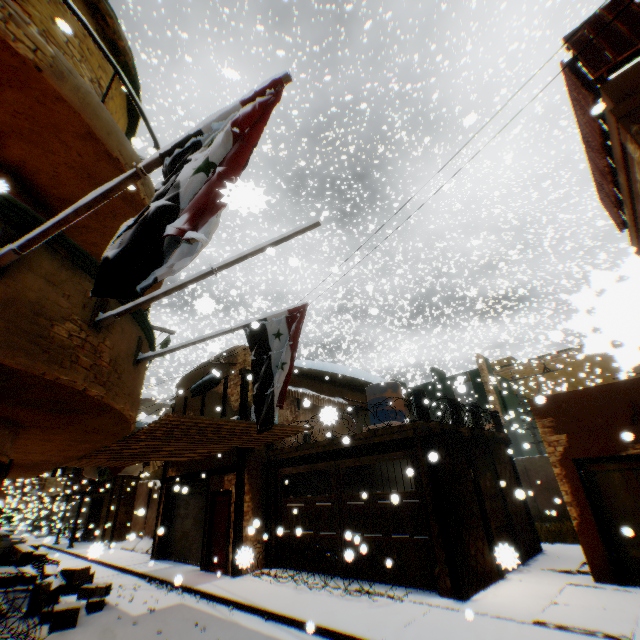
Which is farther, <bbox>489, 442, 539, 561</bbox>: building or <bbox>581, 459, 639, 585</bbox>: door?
<bbox>489, 442, 539, 561</bbox>: building

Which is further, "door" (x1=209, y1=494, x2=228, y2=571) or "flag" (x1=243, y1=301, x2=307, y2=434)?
"door" (x1=209, y1=494, x2=228, y2=571)

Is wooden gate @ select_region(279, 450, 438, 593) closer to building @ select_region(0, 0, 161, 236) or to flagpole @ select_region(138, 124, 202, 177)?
building @ select_region(0, 0, 161, 236)

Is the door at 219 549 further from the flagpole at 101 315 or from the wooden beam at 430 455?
the flagpole at 101 315

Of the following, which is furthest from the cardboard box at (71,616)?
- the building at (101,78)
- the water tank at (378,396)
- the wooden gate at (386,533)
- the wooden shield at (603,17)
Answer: the wooden shield at (603,17)

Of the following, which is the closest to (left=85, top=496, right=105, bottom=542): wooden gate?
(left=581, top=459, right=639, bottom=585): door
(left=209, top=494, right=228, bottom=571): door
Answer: (left=209, top=494, right=228, bottom=571): door

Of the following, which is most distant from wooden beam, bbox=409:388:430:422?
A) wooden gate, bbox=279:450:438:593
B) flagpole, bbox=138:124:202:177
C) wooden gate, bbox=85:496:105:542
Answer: flagpole, bbox=138:124:202:177

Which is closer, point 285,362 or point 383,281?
point 285,362
